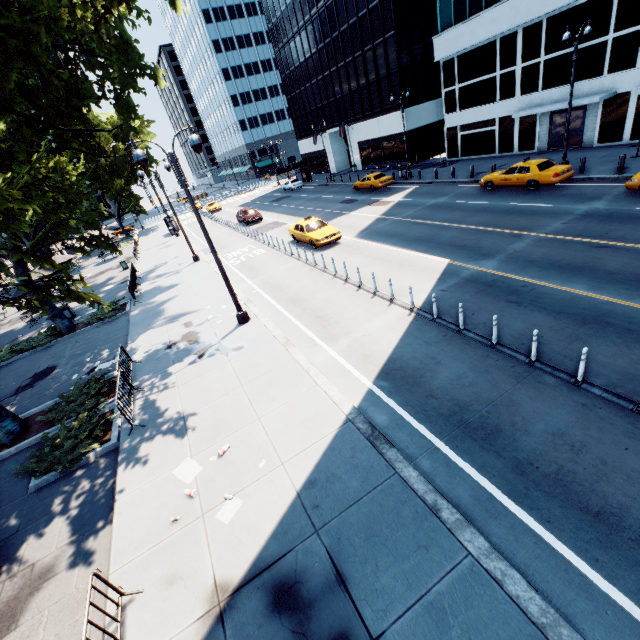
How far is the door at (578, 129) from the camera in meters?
23.8

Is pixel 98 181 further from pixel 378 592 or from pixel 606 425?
pixel 606 425

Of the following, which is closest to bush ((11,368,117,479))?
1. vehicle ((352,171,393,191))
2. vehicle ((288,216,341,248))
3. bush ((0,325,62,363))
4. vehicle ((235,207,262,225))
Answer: bush ((0,325,62,363))

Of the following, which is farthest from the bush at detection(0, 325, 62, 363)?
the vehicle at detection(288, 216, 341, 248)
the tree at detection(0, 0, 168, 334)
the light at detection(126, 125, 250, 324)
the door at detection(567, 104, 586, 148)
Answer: the door at detection(567, 104, 586, 148)

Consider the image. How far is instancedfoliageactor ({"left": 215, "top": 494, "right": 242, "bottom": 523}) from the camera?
6.51m

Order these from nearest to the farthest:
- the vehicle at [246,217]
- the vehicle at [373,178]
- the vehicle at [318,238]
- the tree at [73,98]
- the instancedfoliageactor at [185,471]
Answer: the instancedfoliageactor at [185,471]
the tree at [73,98]
the vehicle at [318,238]
the vehicle at [373,178]
the vehicle at [246,217]

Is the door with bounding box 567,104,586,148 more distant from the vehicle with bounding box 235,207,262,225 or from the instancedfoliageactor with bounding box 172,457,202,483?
the instancedfoliageactor with bounding box 172,457,202,483

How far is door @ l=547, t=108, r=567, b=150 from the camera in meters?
24.9 m
